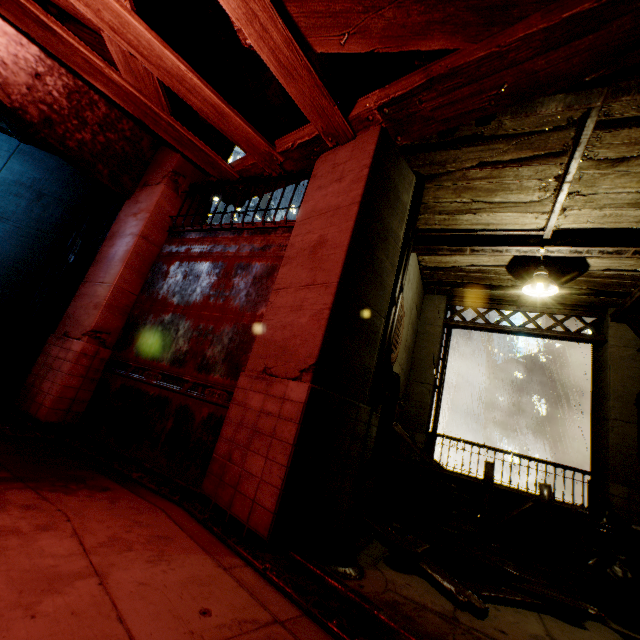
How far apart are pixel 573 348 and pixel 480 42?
31.34m

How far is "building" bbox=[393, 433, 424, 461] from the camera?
8.35m

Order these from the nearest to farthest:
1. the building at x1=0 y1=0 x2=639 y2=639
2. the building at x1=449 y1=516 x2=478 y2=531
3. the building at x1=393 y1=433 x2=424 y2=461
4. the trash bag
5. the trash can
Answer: the building at x1=0 y1=0 x2=639 y2=639
the trash bag
the trash can
the building at x1=449 y1=516 x2=478 y2=531
the building at x1=393 y1=433 x2=424 y2=461

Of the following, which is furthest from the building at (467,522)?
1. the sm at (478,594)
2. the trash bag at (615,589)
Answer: the trash bag at (615,589)

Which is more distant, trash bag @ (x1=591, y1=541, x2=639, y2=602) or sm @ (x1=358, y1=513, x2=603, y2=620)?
trash bag @ (x1=591, y1=541, x2=639, y2=602)

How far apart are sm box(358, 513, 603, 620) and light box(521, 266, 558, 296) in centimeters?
468cm

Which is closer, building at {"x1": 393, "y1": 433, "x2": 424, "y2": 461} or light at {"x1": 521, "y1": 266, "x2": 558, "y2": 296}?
light at {"x1": 521, "y1": 266, "x2": 558, "y2": 296}

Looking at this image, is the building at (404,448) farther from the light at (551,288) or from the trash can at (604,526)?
the trash can at (604,526)
